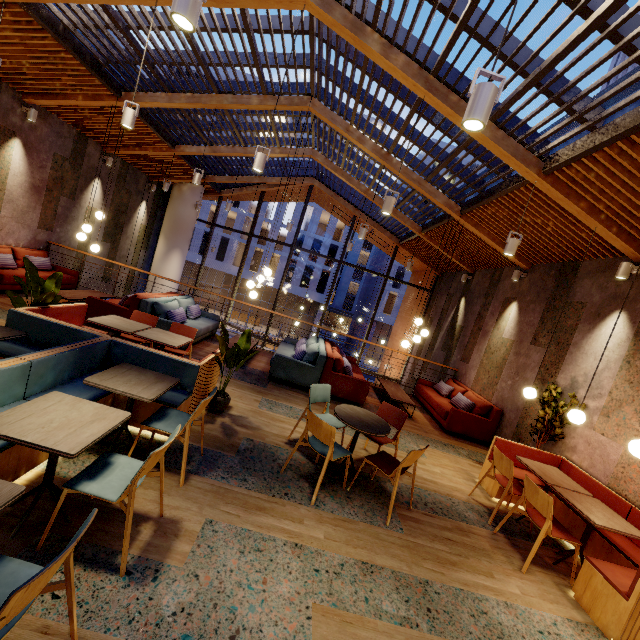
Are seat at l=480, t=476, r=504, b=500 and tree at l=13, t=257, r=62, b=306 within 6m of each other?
no

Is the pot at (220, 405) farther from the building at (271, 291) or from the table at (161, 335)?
the building at (271, 291)

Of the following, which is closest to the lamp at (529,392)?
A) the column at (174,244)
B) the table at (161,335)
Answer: the table at (161,335)

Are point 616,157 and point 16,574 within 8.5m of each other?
yes

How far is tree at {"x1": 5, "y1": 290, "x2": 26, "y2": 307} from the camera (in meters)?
4.38

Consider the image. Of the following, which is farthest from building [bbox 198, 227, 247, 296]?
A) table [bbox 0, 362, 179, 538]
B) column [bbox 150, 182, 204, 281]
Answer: table [bbox 0, 362, 179, 538]

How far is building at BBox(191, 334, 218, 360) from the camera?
6.9m

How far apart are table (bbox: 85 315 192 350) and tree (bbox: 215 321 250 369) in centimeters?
56cm
